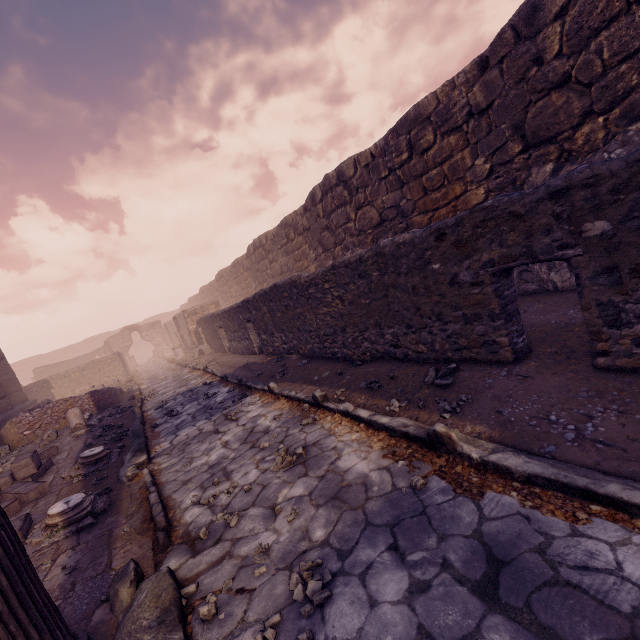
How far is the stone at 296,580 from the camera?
1.9m

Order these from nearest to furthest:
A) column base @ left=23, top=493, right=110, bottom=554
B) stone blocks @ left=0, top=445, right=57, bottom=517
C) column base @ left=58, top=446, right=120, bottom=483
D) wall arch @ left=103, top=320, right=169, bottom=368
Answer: column base @ left=23, top=493, right=110, bottom=554 → stone blocks @ left=0, top=445, right=57, bottom=517 → column base @ left=58, top=446, right=120, bottom=483 → wall arch @ left=103, top=320, right=169, bottom=368

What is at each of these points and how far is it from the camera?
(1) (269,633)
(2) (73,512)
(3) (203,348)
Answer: (1) stone, 1.8m
(2) column base, 3.7m
(3) building debris, 16.9m

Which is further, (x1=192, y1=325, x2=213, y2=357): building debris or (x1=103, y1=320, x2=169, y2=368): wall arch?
(x1=103, y1=320, x2=169, y2=368): wall arch

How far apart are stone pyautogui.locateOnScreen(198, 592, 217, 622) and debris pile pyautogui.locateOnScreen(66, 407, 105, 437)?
8.0 meters

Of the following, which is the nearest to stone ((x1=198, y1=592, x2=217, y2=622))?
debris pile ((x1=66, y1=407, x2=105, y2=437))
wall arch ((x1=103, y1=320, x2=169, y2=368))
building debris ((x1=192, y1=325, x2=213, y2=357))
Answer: debris pile ((x1=66, y1=407, x2=105, y2=437))

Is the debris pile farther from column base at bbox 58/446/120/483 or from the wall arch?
the wall arch

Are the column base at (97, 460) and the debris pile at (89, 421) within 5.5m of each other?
yes
